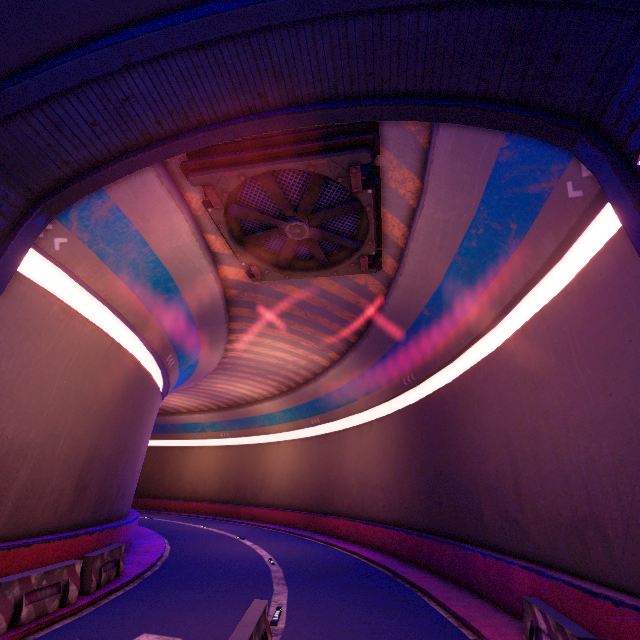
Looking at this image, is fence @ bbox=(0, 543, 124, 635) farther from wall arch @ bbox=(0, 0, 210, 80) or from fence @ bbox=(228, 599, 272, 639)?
fence @ bbox=(228, 599, 272, 639)

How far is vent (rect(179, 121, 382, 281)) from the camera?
8.9m

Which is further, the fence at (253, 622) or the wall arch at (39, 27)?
the wall arch at (39, 27)

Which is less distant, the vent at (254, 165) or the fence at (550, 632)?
the fence at (550, 632)

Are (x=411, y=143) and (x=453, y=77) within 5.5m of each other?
yes

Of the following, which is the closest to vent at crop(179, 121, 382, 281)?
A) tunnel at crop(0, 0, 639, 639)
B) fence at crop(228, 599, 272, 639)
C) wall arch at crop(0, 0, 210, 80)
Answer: tunnel at crop(0, 0, 639, 639)

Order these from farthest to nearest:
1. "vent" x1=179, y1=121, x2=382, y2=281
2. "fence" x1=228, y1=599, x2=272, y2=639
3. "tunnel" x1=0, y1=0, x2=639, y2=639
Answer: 1. "vent" x1=179, y1=121, x2=382, y2=281
2. "tunnel" x1=0, y1=0, x2=639, y2=639
3. "fence" x1=228, y1=599, x2=272, y2=639

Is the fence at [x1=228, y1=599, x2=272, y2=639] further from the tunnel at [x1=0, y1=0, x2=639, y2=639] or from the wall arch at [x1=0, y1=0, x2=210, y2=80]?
the wall arch at [x1=0, y1=0, x2=210, y2=80]
